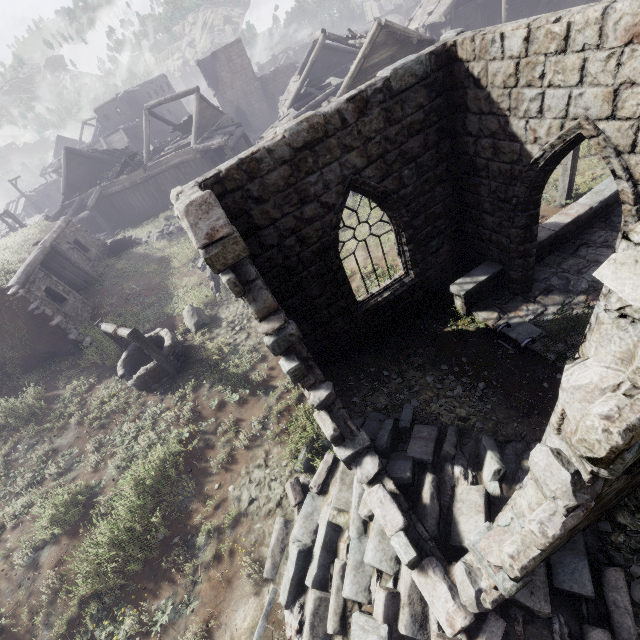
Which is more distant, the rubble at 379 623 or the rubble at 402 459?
the rubble at 402 459

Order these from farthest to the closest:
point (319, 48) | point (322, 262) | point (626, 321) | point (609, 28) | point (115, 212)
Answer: point (115, 212) < point (319, 48) < point (322, 262) < point (609, 28) < point (626, 321)

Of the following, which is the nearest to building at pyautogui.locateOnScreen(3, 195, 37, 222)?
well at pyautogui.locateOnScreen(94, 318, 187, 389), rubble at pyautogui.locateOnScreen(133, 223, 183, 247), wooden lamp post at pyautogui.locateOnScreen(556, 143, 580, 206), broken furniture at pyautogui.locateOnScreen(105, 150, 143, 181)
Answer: broken furniture at pyautogui.locateOnScreen(105, 150, 143, 181)

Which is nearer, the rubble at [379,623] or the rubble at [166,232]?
the rubble at [379,623]

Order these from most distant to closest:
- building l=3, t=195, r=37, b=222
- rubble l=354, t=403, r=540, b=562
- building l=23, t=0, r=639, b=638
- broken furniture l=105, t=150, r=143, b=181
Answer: building l=3, t=195, r=37, b=222, broken furniture l=105, t=150, r=143, b=181, rubble l=354, t=403, r=540, b=562, building l=23, t=0, r=639, b=638

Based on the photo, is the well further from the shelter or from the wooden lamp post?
the wooden lamp post

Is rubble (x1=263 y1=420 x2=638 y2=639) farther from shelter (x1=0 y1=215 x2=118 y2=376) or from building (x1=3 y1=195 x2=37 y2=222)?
shelter (x1=0 y1=215 x2=118 y2=376)
